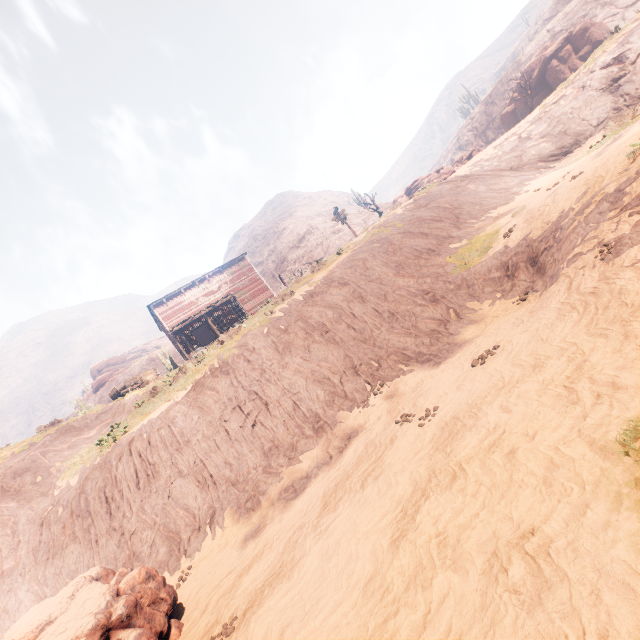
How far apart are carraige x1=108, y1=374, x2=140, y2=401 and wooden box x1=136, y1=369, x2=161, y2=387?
0.04m

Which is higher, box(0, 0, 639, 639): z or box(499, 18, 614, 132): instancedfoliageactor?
box(499, 18, 614, 132): instancedfoliageactor

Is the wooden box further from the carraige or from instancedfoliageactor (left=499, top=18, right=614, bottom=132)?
instancedfoliageactor (left=499, top=18, right=614, bottom=132)

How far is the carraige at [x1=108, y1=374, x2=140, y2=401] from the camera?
22.1 meters

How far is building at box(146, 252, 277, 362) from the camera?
27.7 meters

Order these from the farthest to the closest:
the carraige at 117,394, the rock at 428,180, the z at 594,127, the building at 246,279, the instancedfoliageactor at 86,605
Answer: the building at 246,279, the rock at 428,180, the carraige at 117,394, the instancedfoliageactor at 86,605, the z at 594,127

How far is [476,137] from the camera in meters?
58.8

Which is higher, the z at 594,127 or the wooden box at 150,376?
the wooden box at 150,376
